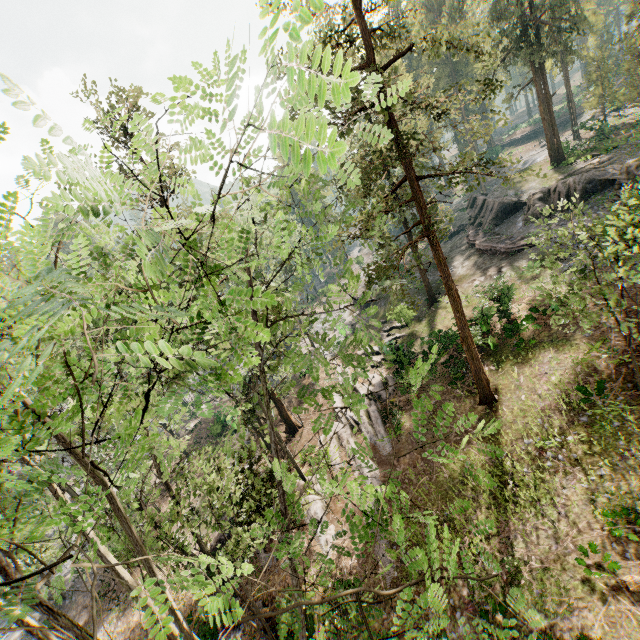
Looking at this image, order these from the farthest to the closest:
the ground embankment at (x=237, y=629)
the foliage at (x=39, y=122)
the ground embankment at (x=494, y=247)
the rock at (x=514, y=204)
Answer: the ground embankment at (x=494, y=247) → the rock at (x=514, y=204) → the ground embankment at (x=237, y=629) → the foliage at (x=39, y=122)

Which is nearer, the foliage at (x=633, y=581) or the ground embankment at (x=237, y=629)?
the foliage at (x=633, y=581)

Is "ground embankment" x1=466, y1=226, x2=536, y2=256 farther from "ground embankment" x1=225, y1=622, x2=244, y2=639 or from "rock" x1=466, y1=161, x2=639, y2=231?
"ground embankment" x1=225, y1=622, x2=244, y2=639

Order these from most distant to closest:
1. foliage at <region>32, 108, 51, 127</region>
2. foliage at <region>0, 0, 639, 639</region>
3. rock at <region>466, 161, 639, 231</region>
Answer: rock at <region>466, 161, 639, 231</region> < foliage at <region>0, 0, 639, 639</region> < foliage at <region>32, 108, 51, 127</region>

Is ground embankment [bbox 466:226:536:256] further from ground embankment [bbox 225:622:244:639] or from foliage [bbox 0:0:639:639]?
ground embankment [bbox 225:622:244:639]

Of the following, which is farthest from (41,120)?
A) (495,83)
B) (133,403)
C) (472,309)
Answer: (472,309)

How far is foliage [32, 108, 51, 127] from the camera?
1.4m

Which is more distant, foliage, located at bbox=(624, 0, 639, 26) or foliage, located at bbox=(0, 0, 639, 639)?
foliage, located at bbox=(624, 0, 639, 26)
